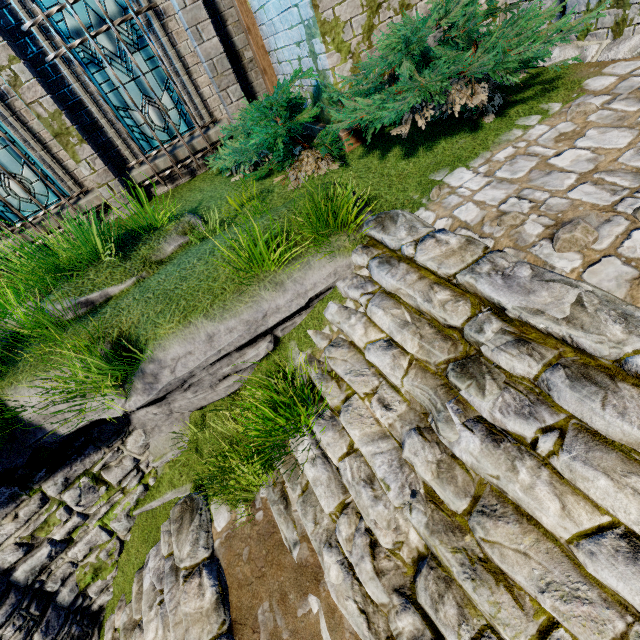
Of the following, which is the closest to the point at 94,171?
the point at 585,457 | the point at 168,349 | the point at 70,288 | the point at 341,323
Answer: the point at 70,288

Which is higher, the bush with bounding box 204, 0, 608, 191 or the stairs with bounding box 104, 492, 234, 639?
the bush with bounding box 204, 0, 608, 191

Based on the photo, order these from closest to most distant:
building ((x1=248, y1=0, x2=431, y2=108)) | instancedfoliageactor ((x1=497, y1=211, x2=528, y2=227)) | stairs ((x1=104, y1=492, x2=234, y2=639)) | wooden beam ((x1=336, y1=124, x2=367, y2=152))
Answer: instancedfoliageactor ((x1=497, y1=211, x2=528, y2=227)), stairs ((x1=104, y1=492, x2=234, y2=639)), building ((x1=248, y1=0, x2=431, y2=108)), wooden beam ((x1=336, y1=124, x2=367, y2=152))

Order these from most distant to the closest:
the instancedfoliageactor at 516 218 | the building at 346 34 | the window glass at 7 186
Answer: the window glass at 7 186, the building at 346 34, the instancedfoliageactor at 516 218

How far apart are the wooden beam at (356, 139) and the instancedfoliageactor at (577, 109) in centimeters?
228cm

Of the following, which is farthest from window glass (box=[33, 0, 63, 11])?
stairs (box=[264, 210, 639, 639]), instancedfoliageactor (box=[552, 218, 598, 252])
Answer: instancedfoliageactor (box=[552, 218, 598, 252])

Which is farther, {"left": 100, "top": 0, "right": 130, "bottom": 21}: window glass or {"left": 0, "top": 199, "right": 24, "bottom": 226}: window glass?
{"left": 0, "top": 199, "right": 24, "bottom": 226}: window glass

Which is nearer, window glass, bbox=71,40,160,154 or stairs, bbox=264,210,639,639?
stairs, bbox=264,210,639,639
